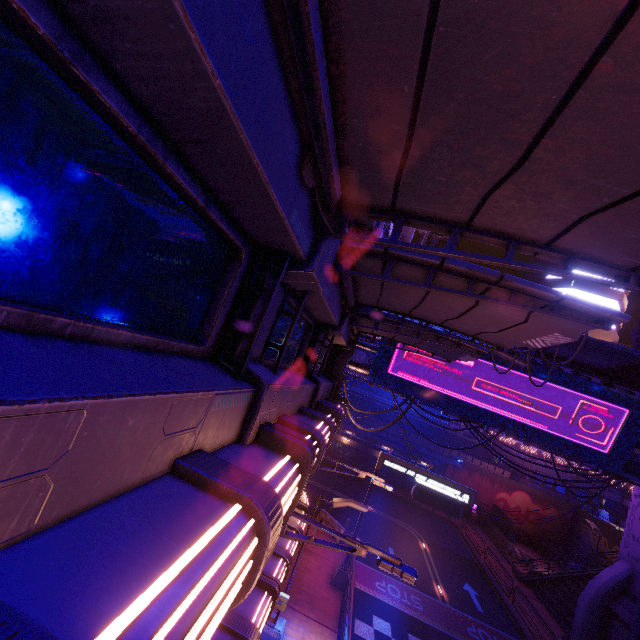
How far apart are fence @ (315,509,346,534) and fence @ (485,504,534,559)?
20.3m

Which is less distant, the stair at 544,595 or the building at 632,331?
the building at 632,331

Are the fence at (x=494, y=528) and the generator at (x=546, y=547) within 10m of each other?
yes

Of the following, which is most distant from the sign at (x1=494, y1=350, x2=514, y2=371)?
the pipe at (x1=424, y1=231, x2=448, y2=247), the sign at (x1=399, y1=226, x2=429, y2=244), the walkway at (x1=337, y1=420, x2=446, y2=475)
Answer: the walkway at (x1=337, y1=420, x2=446, y2=475)

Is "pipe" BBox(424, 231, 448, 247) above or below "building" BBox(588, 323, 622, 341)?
below

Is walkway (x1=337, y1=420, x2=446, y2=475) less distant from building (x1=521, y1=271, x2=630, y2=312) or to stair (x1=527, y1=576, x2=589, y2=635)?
building (x1=521, y1=271, x2=630, y2=312)

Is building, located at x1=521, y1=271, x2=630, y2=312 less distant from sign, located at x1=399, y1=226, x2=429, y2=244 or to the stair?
the stair

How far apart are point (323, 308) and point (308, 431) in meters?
2.5 m
